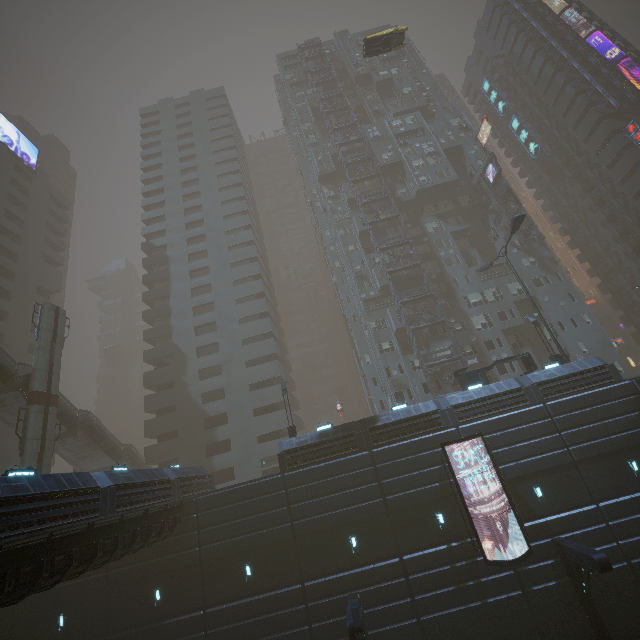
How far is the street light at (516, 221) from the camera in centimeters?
2511cm

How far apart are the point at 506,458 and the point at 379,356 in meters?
18.8

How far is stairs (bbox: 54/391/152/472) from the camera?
29.80m

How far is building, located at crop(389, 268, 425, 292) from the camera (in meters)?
40.34

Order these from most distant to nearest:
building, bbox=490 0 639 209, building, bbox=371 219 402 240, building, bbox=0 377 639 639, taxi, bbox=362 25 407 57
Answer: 1. building, bbox=490 0 639 209
2. building, bbox=371 219 402 240
3. taxi, bbox=362 25 407 57
4. building, bbox=0 377 639 639

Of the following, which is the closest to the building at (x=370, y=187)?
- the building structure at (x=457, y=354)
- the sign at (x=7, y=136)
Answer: the building structure at (x=457, y=354)

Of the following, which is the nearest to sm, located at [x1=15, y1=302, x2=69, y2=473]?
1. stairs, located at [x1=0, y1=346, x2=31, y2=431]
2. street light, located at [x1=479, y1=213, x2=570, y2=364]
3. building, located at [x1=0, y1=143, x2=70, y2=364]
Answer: stairs, located at [x1=0, y1=346, x2=31, y2=431]

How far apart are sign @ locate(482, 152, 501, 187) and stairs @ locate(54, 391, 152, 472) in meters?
53.6
